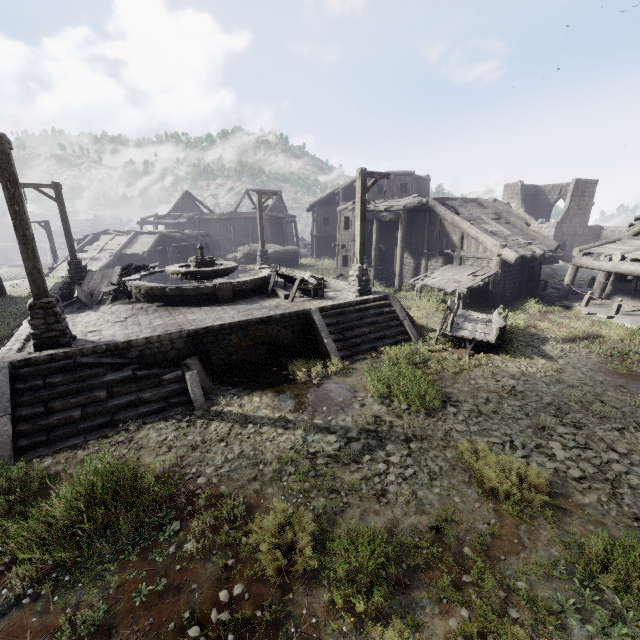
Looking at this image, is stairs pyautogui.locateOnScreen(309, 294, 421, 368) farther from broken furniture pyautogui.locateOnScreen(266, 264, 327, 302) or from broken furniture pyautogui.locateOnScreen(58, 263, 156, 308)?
broken furniture pyautogui.locateOnScreen(58, 263, 156, 308)

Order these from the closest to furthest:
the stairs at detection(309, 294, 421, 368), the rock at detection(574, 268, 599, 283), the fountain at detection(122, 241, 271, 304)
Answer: the stairs at detection(309, 294, 421, 368) < the fountain at detection(122, 241, 271, 304) < the rock at detection(574, 268, 599, 283)

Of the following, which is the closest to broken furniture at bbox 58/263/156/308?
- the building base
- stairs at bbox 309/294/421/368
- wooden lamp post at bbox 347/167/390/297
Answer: the building base

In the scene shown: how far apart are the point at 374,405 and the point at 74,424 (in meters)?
6.90

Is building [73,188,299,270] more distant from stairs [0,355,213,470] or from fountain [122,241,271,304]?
fountain [122,241,271,304]

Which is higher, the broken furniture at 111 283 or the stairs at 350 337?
the broken furniture at 111 283

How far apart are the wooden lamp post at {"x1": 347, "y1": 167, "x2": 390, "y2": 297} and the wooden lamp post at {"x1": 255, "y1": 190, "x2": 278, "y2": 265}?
9.1 meters

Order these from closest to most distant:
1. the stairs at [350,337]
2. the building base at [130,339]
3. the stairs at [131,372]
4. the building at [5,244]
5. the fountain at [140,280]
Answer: the stairs at [131,372] → the building base at [130,339] → the stairs at [350,337] → the fountain at [140,280] → the building at [5,244]
